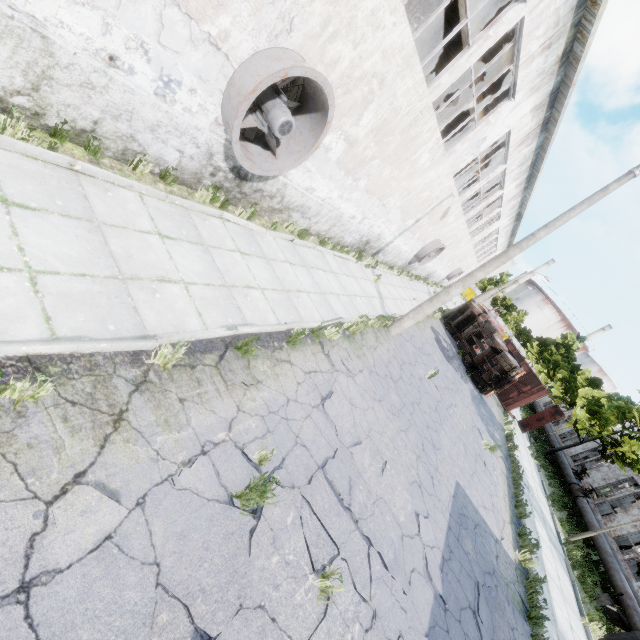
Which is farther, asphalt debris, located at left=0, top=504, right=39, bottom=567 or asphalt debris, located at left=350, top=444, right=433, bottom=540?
asphalt debris, located at left=350, top=444, right=433, bottom=540

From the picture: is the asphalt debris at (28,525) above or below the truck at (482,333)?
below

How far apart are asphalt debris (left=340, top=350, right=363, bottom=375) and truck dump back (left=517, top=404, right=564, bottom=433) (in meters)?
21.15

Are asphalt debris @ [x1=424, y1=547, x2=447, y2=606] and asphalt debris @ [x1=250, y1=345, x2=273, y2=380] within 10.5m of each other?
yes

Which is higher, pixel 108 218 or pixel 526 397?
pixel 526 397

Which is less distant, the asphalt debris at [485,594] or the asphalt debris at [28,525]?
the asphalt debris at [28,525]

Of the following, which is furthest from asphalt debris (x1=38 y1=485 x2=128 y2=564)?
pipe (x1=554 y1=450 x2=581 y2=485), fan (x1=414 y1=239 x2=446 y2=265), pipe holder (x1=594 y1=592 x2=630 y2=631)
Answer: pipe (x1=554 y1=450 x2=581 y2=485)

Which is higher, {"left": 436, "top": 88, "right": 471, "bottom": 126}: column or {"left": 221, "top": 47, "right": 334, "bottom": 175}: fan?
{"left": 436, "top": 88, "right": 471, "bottom": 126}: column
